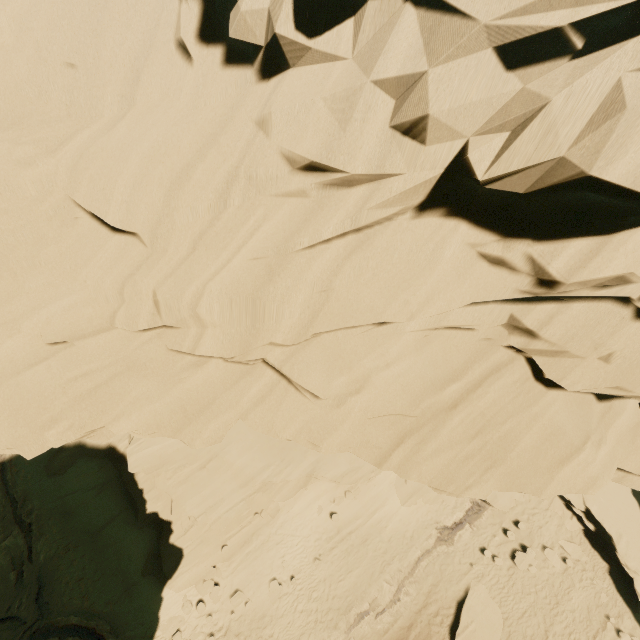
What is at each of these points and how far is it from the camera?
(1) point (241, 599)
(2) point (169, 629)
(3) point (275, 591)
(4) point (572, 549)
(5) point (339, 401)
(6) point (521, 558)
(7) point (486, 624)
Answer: (1) rock, 18.0m
(2) rock, 17.1m
(3) rock, 18.1m
(4) rock, 18.1m
(5) rock, 7.0m
(6) rock, 18.0m
(7) rock, 16.4m

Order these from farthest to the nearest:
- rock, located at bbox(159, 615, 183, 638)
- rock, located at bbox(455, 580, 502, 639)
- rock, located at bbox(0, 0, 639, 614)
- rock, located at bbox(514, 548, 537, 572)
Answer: rock, located at bbox(514, 548, 537, 572) → rock, located at bbox(159, 615, 183, 638) → rock, located at bbox(455, 580, 502, 639) → rock, located at bbox(0, 0, 639, 614)

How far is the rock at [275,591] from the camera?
17.9m

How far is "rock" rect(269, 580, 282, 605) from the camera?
17.9m
